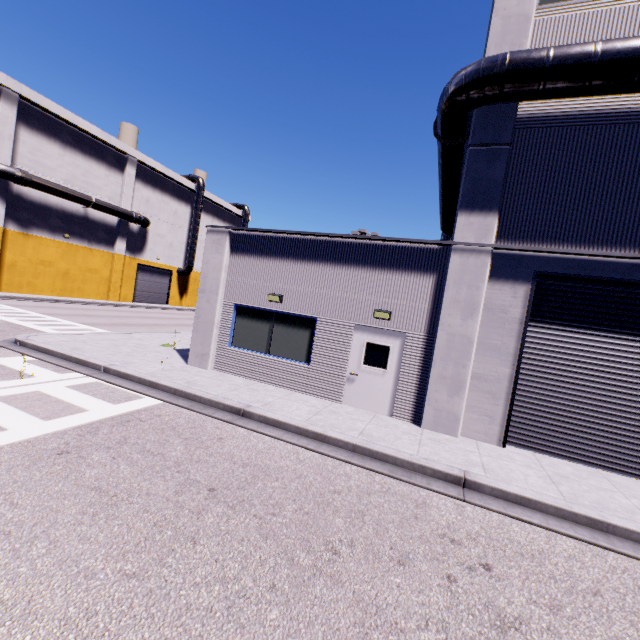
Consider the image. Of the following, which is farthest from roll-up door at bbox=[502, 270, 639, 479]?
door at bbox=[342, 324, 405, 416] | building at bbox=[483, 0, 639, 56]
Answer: door at bbox=[342, 324, 405, 416]

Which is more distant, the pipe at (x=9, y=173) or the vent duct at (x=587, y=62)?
the pipe at (x=9, y=173)

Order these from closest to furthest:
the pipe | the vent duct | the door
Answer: the vent duct < the door < the pipe

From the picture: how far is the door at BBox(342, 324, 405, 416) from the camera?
9.0 meters

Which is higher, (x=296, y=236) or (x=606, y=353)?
(x=296, y=236)

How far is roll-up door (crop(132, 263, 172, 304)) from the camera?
36.7 meters

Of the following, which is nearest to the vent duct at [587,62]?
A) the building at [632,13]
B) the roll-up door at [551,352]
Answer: the building at [632,13]

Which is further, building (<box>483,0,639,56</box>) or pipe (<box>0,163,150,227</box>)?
pipe (<box>0,163,150,227</box>)
